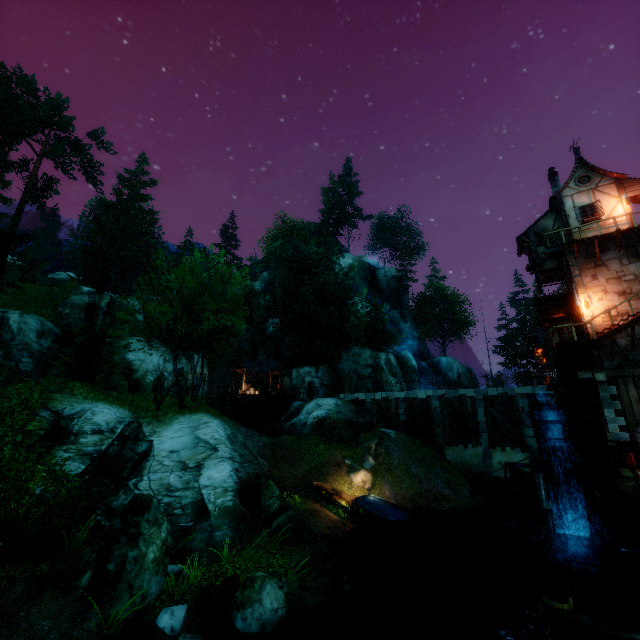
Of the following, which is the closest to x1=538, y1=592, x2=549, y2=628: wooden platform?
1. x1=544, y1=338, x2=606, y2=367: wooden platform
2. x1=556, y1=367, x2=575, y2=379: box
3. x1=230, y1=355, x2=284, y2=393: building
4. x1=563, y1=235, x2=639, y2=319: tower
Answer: x1=563, y1=235, x2=639, y2=319: tower

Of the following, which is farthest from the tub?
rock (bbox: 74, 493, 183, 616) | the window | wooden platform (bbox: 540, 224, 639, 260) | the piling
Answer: the window

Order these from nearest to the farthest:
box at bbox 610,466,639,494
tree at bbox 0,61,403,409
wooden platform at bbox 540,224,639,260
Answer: box at bbox 610,466,639,494
tree at bbox 0,61,403,409
wooden platform at bbox 540,224,639,260

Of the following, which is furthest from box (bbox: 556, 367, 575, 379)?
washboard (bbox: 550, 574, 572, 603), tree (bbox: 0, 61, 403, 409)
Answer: tree (bbox: 0, 61, 403, 409)

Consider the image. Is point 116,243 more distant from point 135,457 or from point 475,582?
point 475,582

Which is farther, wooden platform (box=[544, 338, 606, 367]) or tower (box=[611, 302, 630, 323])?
tower (box=[611, 302, 630, 323])

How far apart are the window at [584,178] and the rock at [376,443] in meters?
23.0

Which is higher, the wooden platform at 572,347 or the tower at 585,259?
the tower at 585,259
